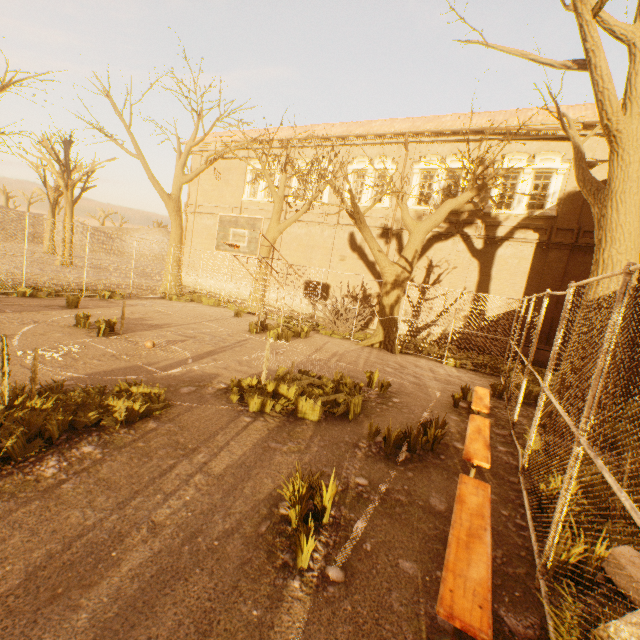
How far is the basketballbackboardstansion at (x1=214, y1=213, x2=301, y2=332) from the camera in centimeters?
941cm

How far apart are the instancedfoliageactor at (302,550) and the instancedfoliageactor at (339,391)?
2.25m

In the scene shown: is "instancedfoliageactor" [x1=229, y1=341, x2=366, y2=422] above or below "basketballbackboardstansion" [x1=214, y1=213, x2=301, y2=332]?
below

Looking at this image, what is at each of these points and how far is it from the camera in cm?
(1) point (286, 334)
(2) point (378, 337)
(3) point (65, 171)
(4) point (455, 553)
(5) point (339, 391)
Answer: (1) instancedfoliageactor, 1183
(2) tree, 1389
(3) tree, 2488
(4) bench, 262
(5) instancedfoliageactor, 674

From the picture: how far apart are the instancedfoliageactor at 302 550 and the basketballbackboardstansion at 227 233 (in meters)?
7.21

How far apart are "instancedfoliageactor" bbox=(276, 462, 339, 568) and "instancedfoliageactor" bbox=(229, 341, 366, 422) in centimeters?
225cm

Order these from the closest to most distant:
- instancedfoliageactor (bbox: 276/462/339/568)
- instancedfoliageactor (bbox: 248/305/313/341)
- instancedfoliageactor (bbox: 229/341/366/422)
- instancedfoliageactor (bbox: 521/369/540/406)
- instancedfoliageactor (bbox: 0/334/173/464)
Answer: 1. instancedfoliageactor (bbox: 276/462/339/568)
2. instancedfoliageactor (bbox: 0/334/173/464)
3. instancedfoliageactor (bbox: 229/341/366/422)
4. instancedfoliageactor (bbox: 521/369/540/406)
5. instancedfoliageactor (bbox: 248/305/313/341)

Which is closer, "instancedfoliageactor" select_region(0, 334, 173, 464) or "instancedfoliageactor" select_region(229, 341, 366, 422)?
"instancedfoliageactor" select_region(0, 334, 173, 464)
